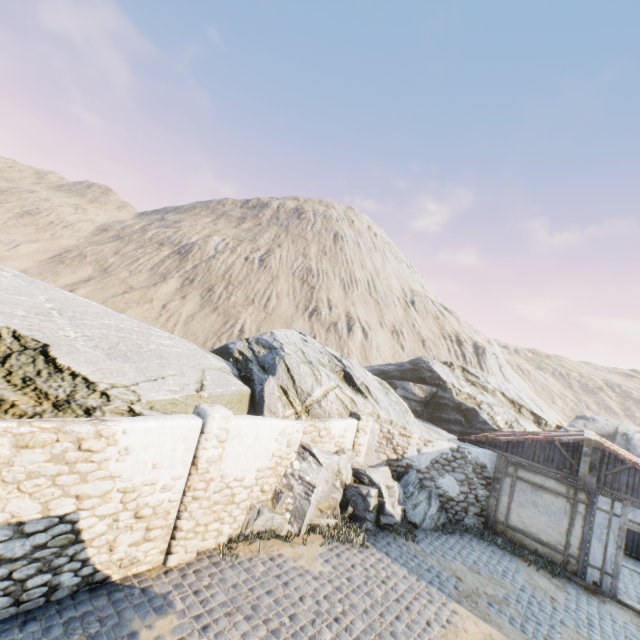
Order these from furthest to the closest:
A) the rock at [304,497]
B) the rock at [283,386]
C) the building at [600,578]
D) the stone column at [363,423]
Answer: the stone column at [363,423] → the building at [600,578] → the rock at [304,497] → the rock at [283,386]

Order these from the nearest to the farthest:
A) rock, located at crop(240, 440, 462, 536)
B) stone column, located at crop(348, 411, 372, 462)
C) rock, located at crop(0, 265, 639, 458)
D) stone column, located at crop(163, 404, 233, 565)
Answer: stone column, located at crop(163, 404, 233, 565) < rock, located at crop(0, 265, 639, 458) < rock, located at crop(240, 440, 462, 536) < stone column, located at crop(348, 411, 372, 462)

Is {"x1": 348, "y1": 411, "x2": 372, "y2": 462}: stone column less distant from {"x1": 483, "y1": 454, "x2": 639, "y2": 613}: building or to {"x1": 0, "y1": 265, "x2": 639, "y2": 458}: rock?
{"x1": 0, "y1": 265, "x2": 639, "y2": 458}: rock

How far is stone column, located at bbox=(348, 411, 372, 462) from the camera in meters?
11.8

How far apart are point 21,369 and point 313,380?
8.7m

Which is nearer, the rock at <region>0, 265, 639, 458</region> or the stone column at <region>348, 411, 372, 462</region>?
the rock at <region>0, 265, 639, 458</region>

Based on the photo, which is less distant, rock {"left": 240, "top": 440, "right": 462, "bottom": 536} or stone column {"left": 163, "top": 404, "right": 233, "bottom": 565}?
stone column {"left": 163, "top": 404, "right": 233, "bottom": 565}

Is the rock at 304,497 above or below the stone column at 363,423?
below
